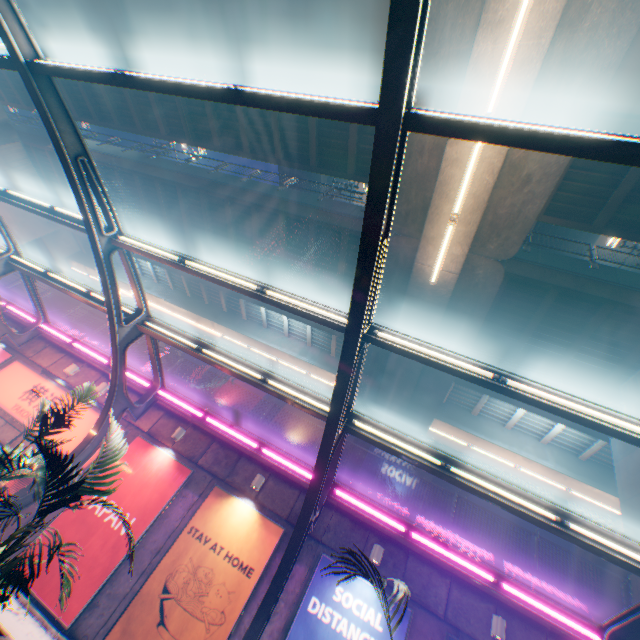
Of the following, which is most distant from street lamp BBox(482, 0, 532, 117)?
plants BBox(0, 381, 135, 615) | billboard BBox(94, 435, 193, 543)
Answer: billboard BBox(94, 435, 193, 543)

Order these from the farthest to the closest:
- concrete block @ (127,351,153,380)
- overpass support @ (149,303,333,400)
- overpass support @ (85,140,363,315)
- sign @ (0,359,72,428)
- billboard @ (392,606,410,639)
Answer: overpass support @ (149,303,333,400)
overpass support @ (85,140,363,315)
concrete block @ (127,351,153,380)
sign @ (0,359,72,428)
billboard @ (392,606,410,639)

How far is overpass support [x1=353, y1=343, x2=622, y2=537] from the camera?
15.0 meters

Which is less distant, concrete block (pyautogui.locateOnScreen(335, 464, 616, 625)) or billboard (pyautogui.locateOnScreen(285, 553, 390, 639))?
billboard (pyautogui.locateOnScreen(285, 553, 390, 639))

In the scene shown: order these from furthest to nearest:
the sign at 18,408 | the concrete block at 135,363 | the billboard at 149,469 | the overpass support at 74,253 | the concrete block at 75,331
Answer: the overpass support at 74,253 < the concrete block at 75,331 < the concrete block at 135,363 < the sign at 18,408 < the billboard at 149,469

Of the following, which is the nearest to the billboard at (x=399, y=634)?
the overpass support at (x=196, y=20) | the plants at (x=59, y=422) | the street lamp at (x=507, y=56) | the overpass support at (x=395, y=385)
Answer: the plants at (x=59, y=422)

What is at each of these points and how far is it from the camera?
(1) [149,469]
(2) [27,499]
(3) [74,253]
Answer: (1) billboard, 10.71m
(2) canopy, 8.80m
(3) overpass support, 28.45m

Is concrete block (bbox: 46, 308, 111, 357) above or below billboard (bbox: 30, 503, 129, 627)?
above
